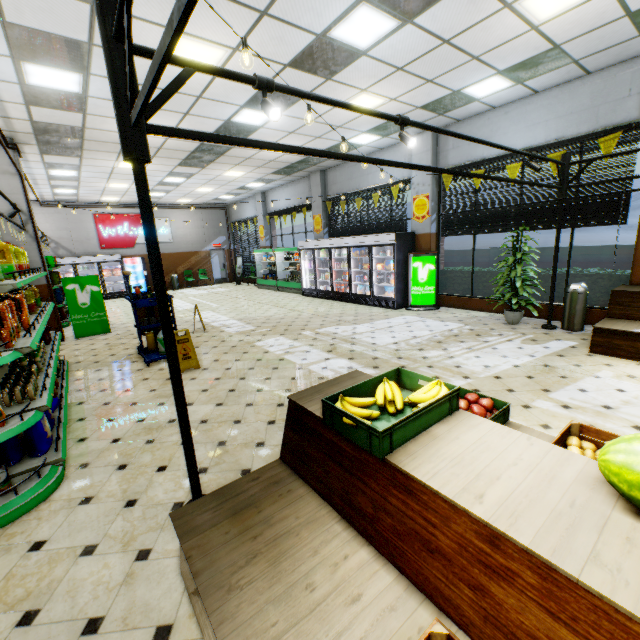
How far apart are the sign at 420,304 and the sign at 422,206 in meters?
1.0 m

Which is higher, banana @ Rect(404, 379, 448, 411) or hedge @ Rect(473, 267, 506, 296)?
banana @ Rect(404, 379, 448, 411)

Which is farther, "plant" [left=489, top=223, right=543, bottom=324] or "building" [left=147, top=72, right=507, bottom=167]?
"plant" [left=489, top=223, right=543, bottom=324]

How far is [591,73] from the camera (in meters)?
6.26

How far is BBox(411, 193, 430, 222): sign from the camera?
9.3 meters

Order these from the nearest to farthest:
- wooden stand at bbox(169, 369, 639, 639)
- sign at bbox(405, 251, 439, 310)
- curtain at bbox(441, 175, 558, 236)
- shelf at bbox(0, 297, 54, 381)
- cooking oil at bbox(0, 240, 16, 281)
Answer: wooden stand at bbox(169, 369, 639, 639) → shelf at bbox(0, 297, 54, 381) → cooking oil at bbox(0, 240, 16, 281) → curtain at bbox(441, 175, 558, 236) → sign at bbox(405, 251, 439, 310)

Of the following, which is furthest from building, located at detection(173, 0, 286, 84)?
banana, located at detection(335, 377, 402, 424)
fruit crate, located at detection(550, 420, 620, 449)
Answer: banana, located at detection(335, 377, 402, 424)

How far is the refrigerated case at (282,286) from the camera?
14.4 meters
